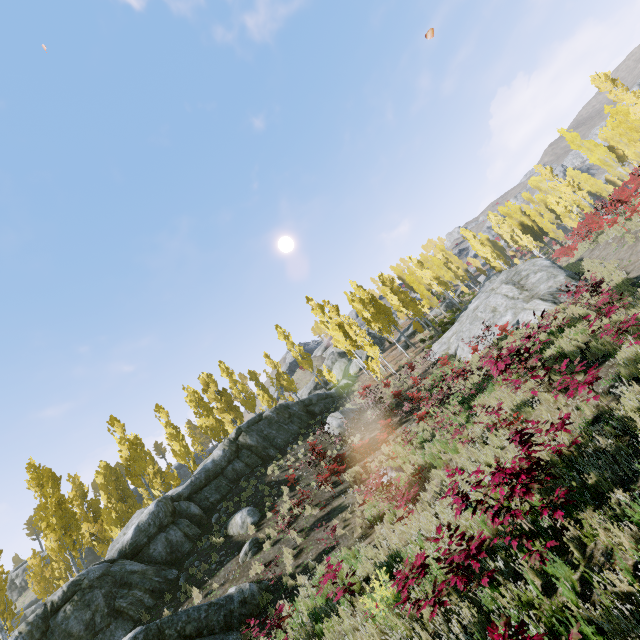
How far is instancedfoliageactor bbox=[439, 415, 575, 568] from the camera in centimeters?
434cm

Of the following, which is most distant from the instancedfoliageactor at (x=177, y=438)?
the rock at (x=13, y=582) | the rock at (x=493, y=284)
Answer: the rock at (x=13, y=582)

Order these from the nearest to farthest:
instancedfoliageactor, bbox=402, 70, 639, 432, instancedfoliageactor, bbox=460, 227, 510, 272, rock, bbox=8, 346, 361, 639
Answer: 1. instancedfoliageactor, bbox=402, 70, 639, 432
2. rock, bbox=8, 346, 361, 639
3. instancedfoliageactor, bbox=460, 227, 510, 272

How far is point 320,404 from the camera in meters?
28.9

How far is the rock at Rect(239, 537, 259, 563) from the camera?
13.5m

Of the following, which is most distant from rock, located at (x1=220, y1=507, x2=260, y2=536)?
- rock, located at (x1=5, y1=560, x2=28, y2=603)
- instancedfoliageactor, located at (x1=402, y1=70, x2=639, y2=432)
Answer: rock, located at (x1=5, y1=560, x2=28, y2=603)

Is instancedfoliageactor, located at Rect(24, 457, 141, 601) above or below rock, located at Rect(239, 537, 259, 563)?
above

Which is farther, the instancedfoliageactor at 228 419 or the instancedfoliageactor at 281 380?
the instancedfoliageactor at 281 380
